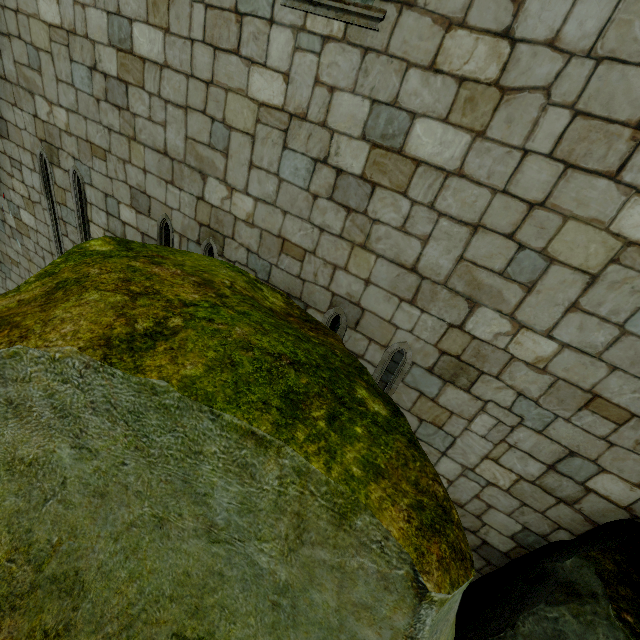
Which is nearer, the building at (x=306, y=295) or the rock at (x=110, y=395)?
the rock at (x=110, y=395)

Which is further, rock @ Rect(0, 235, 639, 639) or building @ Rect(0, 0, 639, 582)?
building @ Rect(0, 0, 639, 582)

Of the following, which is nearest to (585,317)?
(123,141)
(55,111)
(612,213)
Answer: (612,213)
